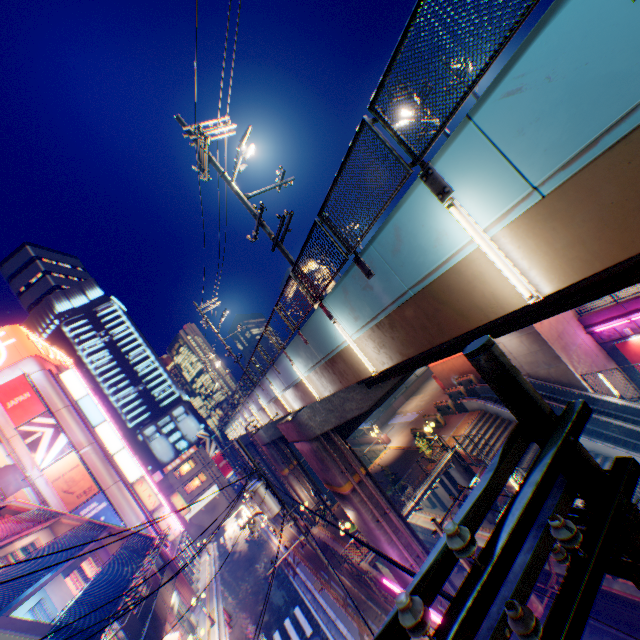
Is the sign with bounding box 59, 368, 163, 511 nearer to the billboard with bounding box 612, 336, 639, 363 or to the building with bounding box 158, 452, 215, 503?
the building with bounding box 158, 452, 215, 503

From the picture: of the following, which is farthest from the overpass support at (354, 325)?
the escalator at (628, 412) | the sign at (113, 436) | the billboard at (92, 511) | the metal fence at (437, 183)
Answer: the billboard at (92, 511)

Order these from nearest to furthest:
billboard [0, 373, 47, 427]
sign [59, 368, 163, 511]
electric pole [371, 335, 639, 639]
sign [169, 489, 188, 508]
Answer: electric pole [371, 335, 639, 639] → billboard [0, 373, 47, 427] → sign [59, 368, 163, 511] → sign [169, 489, 188, 508]

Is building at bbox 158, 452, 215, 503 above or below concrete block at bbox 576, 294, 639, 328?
above

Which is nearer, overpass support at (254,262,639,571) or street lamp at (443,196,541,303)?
street lamp at (443,196,541,303)

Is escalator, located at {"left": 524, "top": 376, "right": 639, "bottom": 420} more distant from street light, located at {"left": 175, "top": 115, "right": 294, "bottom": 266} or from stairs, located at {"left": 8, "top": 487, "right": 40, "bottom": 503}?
stairs, located at {"left": 8, "top": 487, "right": 40, "bottom": 503}

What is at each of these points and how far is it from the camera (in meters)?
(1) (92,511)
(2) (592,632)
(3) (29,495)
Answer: (1) billboard, 28.64
(2) railway, 15.06
(3) stairs, 26.59

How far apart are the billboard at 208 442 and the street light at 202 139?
54.63m
